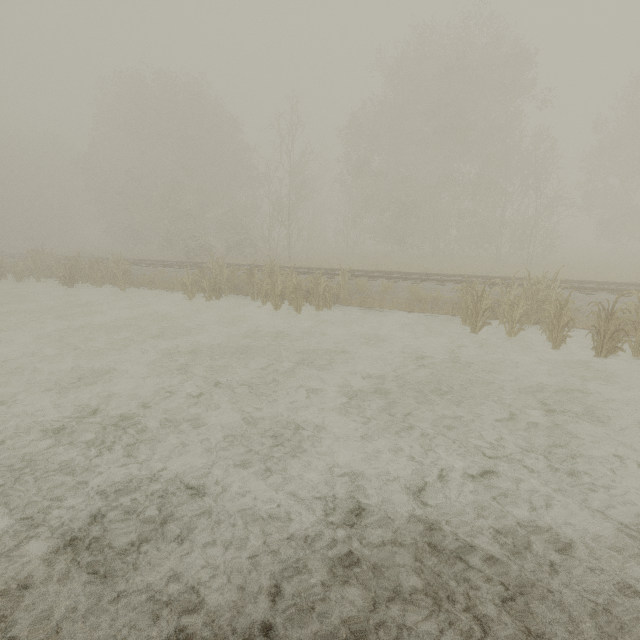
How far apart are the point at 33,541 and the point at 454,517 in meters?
4.7
